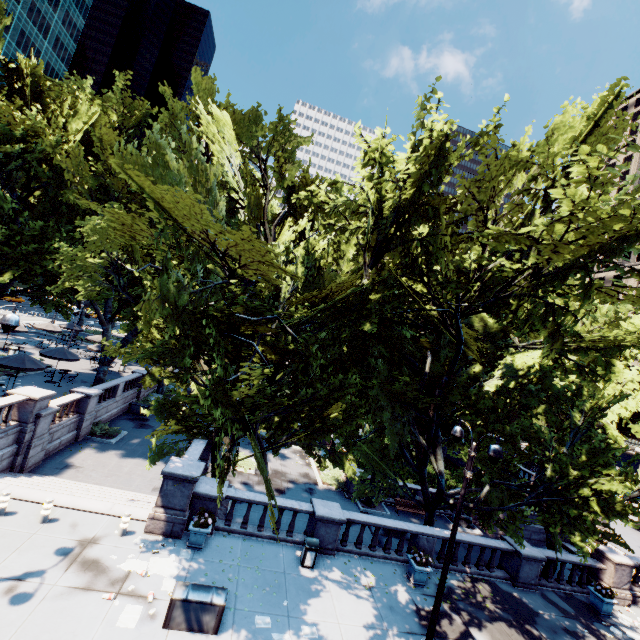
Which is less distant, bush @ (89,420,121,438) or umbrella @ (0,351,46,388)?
umbrella @ (0,351,46,388)

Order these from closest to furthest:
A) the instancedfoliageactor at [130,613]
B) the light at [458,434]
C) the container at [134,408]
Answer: the instancedfoliageactor at [130,613], the light at [458,434], the container at [134,408]

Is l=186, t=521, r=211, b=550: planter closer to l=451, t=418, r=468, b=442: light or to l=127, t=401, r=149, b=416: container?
l=451, t=418, r=468, b=442: light

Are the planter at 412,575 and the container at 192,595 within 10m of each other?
yes

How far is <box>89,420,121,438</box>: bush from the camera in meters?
22.4 m

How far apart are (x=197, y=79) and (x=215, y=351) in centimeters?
2460cm

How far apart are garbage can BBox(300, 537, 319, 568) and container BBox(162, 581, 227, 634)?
3.9m

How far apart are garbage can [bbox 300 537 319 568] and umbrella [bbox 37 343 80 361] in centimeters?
2428cm
